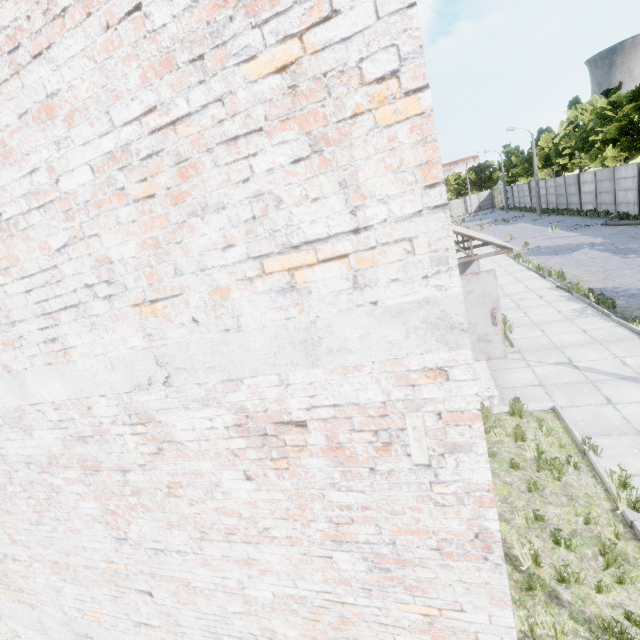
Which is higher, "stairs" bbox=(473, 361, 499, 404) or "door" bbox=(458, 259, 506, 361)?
"door" bbox=(458, 259, 506, 361)

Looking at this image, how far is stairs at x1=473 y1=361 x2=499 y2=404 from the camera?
7.91m

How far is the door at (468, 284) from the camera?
7.1 meters

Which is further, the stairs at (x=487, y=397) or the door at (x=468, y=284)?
the stairs at (x=487, y=397)

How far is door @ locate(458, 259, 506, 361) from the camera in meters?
7.1

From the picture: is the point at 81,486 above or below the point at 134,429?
below

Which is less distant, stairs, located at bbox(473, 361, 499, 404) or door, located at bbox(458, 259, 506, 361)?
door, located at bbox(458, 259, 506, 361)
